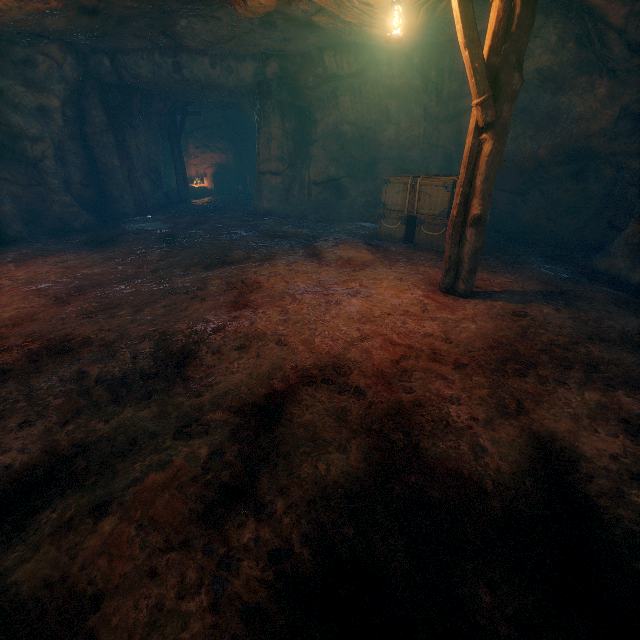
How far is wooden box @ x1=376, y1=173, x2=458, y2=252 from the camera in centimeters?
781cm

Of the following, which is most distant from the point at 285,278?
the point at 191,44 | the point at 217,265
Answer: the point at 191,44

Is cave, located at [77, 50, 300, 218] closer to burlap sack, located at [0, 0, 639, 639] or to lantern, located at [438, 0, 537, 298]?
burlap sack, located at [0, 0, 639, 639]

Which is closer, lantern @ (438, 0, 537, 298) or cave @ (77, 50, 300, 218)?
lantern @ (438, 0, 537, 298)

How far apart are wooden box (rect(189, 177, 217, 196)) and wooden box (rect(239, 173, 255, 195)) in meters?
1.6

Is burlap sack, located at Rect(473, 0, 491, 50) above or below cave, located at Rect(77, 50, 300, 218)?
above

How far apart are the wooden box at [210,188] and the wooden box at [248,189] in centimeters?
157cm

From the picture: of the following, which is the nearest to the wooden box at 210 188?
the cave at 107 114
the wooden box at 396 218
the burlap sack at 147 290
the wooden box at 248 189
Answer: the cave at 107 114
